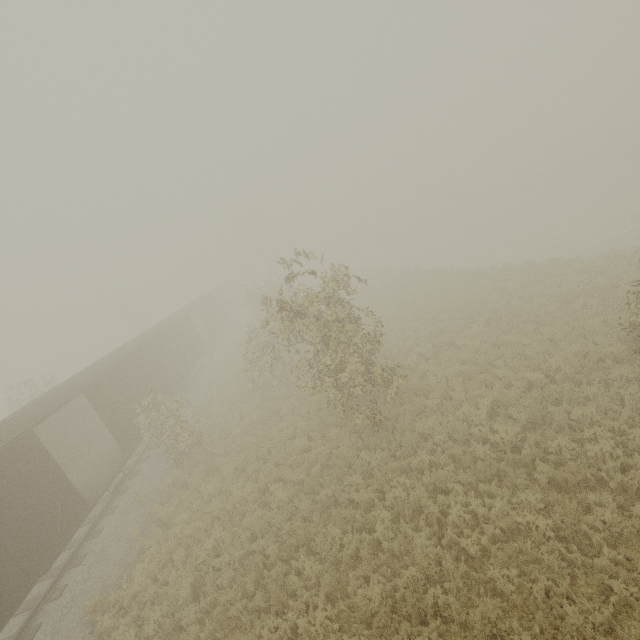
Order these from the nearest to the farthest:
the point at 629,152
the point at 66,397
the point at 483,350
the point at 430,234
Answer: the point at 66,397, the point at 483,350, the point at 629,152, the point at 430,234
